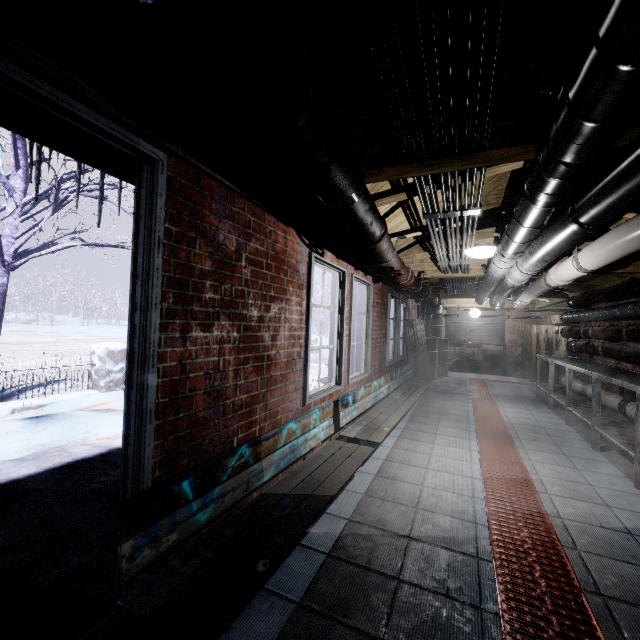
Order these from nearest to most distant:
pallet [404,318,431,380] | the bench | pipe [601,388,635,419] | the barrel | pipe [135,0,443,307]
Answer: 1. pipe [135,0,443,307]
2. the bench
3. pipe [601,388,635,419]
4. pallet [404,318,431,380]
5. the barrel

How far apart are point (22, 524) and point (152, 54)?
2.9m

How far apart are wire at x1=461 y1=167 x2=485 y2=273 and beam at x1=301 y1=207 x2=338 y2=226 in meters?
0.2

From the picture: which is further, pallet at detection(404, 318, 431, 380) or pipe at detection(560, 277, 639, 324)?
pallet at detection(404, 318, 431, 380)

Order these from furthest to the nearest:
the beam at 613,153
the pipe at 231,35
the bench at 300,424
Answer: the beam at 613,153 → the bench at 300,424 → the pipe at 231,35

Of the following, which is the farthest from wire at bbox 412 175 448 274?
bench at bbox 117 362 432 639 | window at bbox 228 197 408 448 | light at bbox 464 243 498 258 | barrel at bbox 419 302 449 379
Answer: barrel at bbox 419 302 449 379

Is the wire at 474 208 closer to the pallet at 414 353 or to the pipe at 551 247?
the pipe at 551 247
